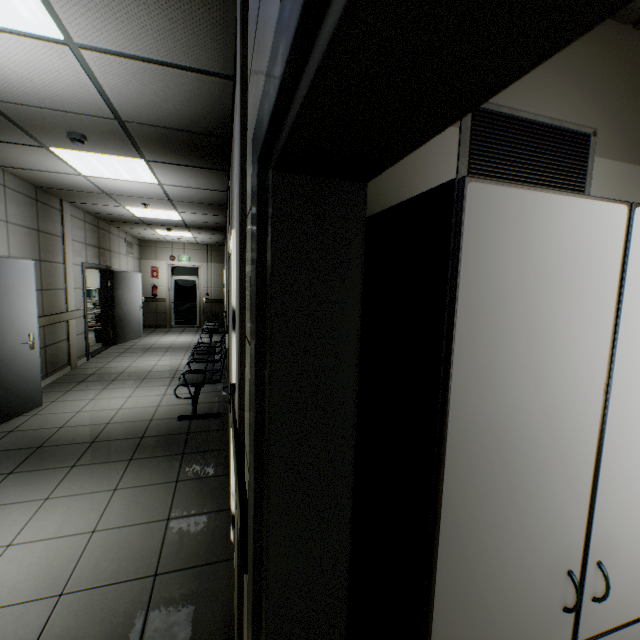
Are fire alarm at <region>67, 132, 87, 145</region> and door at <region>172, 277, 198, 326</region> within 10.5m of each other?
yes

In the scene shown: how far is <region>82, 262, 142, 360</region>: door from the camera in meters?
Result: 7.2

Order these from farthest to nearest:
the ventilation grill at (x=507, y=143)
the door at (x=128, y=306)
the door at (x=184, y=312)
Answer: the door at (x=184, y=312) < the door at (x=128, y=306) < the ventilation grill at (x=507, y=143)

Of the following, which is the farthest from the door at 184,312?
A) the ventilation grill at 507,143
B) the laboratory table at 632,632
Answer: the laboratory table at 632,632

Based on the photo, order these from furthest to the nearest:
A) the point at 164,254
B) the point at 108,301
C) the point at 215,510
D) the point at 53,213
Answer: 1. the point at 164,254
2. the point at 108,301
3. the point at 53,213
4. the point at 215,510

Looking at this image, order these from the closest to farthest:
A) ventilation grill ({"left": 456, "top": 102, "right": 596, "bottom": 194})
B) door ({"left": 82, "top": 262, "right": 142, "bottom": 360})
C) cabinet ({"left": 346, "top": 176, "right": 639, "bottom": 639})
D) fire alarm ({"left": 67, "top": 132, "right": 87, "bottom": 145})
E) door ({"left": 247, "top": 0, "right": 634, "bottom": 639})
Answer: door ({"left": 247, "top": 0, "right": 634, "bottom": 639}) → cabinet ({"left": 346, "top": 176, "right": 639, "bottom": 639}) → ventilation grill ({"left": 456, "top": 102, "right": 596, "bottom": 194}) → fire alarm ({"left": 67, "top": 132, "right": 87, "bottom": 145}) → door ({"left": 82, "top": 262, "right": 142, "bottom": 360})

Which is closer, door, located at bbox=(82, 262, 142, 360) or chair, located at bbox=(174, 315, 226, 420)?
chair, located at bbox=(174, 315, 226, 420)

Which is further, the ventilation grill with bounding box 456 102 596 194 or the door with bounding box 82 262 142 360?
the door with bounding box 82 262 142 360
